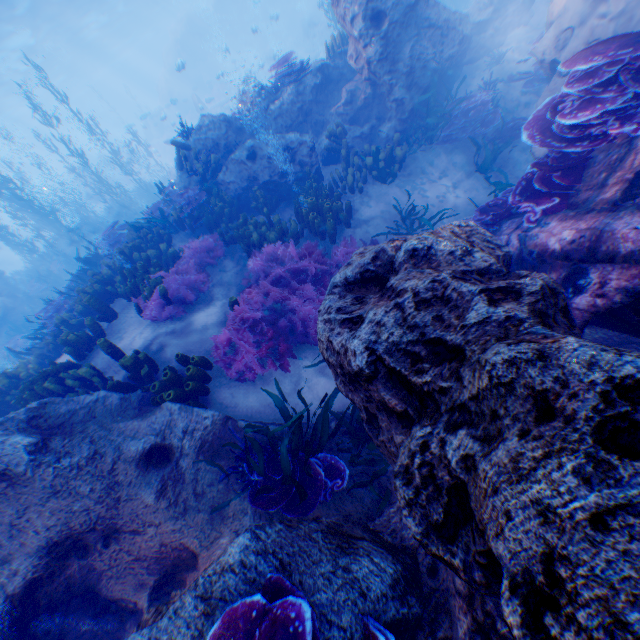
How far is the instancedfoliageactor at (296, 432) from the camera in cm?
348

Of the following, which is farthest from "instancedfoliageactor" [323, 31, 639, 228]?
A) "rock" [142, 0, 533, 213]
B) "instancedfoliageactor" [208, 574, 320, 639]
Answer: "instancedfoliageactor" [208, 574, 320, 639]

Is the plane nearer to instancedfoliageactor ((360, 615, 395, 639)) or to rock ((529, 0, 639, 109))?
rock ((529, 0, 639, 109))

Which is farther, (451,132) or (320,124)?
(320,124)

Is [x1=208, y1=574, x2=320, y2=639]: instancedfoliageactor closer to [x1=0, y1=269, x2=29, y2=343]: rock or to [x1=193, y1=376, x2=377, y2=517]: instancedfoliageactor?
[x1=0, y1=269, x2=29, y2=343]: rock

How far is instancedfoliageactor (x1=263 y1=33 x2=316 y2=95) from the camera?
9.54m

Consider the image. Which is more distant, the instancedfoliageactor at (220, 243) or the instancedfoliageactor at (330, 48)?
the instancedfoliageactor at (330, 48)

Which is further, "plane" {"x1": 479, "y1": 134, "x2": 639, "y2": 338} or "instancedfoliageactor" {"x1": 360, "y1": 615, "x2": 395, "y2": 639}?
"plane" {"x1": 479, "y1": 134, "x2": 639, "y2": 338}
